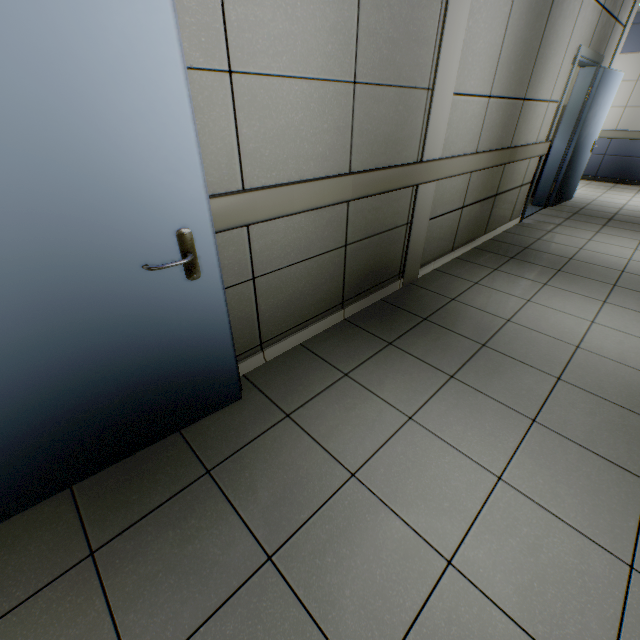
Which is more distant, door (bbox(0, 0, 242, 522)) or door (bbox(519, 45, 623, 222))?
door (bbox(519, 45, 623, 222))

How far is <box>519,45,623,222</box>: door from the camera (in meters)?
4.62

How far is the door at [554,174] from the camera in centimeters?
462cm

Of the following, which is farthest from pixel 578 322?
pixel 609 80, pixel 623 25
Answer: pixel 623 25

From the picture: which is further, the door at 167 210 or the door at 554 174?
the door at 554 174
